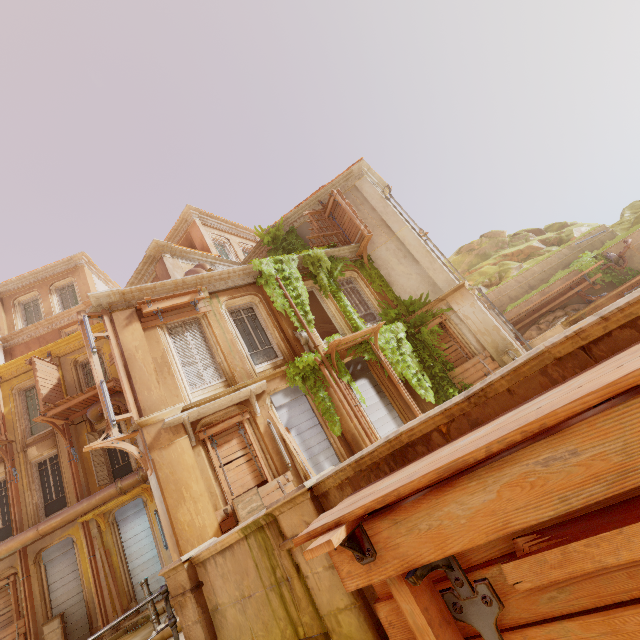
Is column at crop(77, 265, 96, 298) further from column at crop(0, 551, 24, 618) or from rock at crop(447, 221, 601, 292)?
rock at crop(447, 221, 601, 292)

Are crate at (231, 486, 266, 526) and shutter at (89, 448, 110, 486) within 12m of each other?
yes

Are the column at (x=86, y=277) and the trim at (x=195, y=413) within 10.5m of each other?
no

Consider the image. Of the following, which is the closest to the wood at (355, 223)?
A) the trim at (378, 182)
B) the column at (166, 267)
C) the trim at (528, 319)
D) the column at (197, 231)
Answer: the trim at (378, 182)

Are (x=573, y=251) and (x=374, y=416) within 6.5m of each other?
no

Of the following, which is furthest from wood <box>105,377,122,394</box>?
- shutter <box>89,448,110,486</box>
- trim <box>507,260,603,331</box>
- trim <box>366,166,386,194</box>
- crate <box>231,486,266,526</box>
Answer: trim <box>507,260,603,331</box>

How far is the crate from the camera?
7.95m

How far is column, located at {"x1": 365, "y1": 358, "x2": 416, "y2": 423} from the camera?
11.96m
